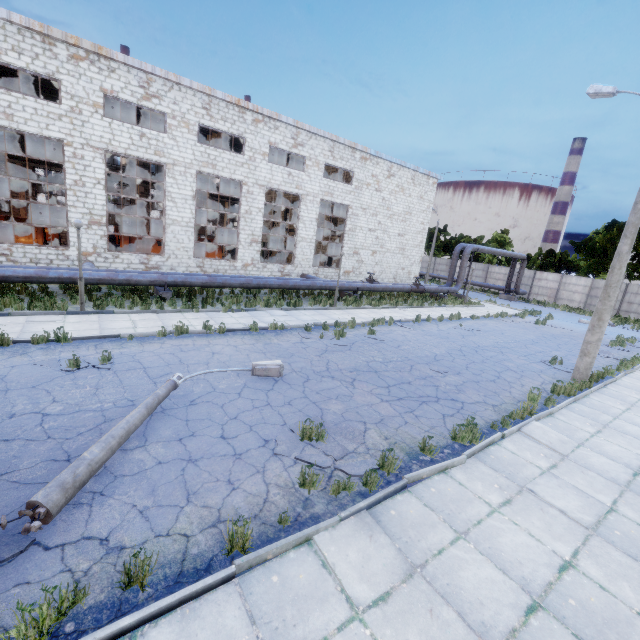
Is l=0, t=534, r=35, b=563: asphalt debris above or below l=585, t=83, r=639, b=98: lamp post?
below

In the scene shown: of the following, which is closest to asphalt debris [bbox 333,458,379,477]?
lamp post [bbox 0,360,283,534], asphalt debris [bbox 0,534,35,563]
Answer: lamp post [bbox 0,360,283,534]

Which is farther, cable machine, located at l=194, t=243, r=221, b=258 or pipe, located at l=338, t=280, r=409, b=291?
cable machine, located at l=194, t=243, r=221, b=258

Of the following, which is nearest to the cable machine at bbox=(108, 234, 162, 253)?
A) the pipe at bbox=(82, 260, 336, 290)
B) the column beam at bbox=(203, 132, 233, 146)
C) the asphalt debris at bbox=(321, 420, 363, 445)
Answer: the pipe at bbox=(82, 260, 336, 290)

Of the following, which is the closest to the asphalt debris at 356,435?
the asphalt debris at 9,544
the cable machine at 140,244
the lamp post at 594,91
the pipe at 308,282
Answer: the asphalt debris at 9,544

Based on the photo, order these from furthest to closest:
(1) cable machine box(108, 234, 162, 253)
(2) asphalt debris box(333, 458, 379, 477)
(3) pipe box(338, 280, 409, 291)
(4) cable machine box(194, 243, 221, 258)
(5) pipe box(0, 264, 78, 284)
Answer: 1. (4) cable machine box(194, 243, 221, 258)
2. (3) pipe box(338, 280, 409, 291)
3. (1) cable machine box(108, 234, 162, 253)
4. (5) pipe box(0, 264, 78, 284)
5. (2) asphalt debris box(333, 458, 379, 477)

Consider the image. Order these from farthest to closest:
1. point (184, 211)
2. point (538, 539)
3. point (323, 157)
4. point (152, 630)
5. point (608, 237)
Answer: point (608, 237), point (323, 157), point (184, 211), point (538, 539), point (152, 630)

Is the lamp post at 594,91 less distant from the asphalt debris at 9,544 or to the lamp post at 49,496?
the lamp post at 49,496
